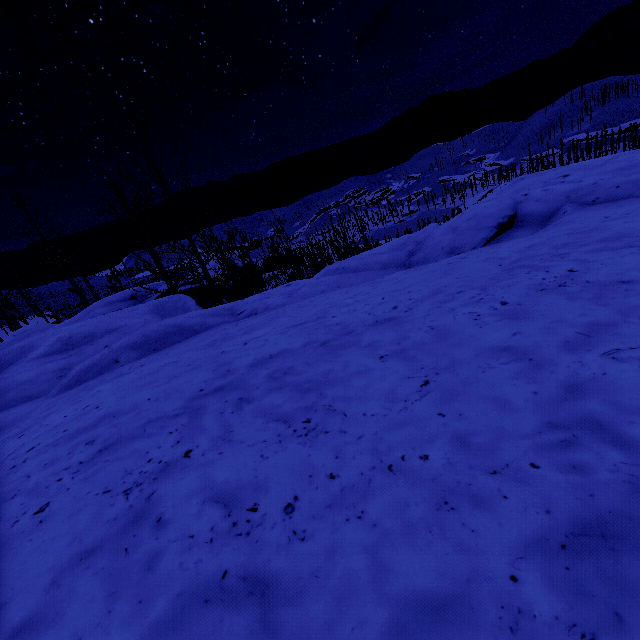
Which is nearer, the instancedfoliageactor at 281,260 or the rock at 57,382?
the rock at 57,382

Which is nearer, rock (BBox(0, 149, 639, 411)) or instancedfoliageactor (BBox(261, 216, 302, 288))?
rock (BBox(0, 149, 639, 411))

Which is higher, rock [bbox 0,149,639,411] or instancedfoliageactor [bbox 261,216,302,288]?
rock [bbox 0,149,639,411]

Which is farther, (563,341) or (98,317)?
(98,317)

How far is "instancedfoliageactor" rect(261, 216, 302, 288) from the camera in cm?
1500

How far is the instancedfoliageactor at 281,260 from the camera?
15.0 meters
